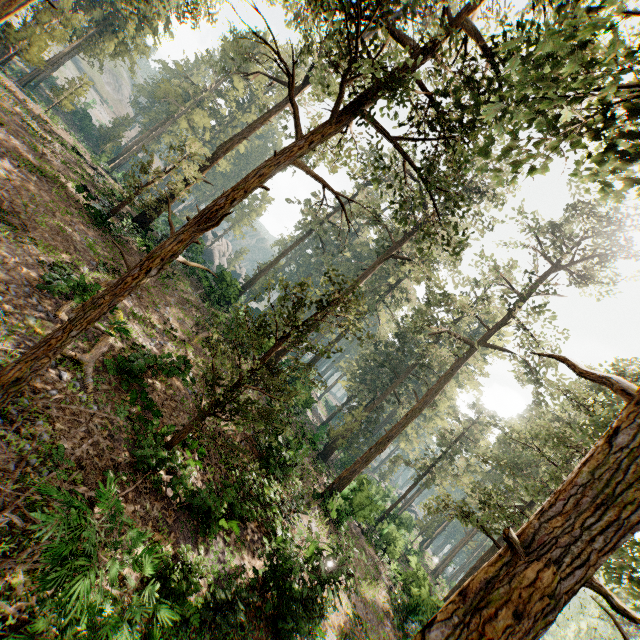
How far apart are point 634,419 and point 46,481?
8.5 meters

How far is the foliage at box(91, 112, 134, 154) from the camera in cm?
4831

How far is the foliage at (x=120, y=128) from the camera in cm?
4831

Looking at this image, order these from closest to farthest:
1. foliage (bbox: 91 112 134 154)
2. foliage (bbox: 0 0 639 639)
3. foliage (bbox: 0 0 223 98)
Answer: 1. foliage (bbox: 0 0 639 639)
2. foliage (bbox: 0 0 223 98)
3. foliage (bbox: 91 112 134 154)

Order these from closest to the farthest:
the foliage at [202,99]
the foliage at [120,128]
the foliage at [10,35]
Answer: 1. the foliage at [202,99]
2. the foliage at [10,35]
3. the foliage at [120,128]

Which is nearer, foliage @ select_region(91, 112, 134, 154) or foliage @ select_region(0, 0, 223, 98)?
foliage @ select_region(0, 0, 223, 98)
